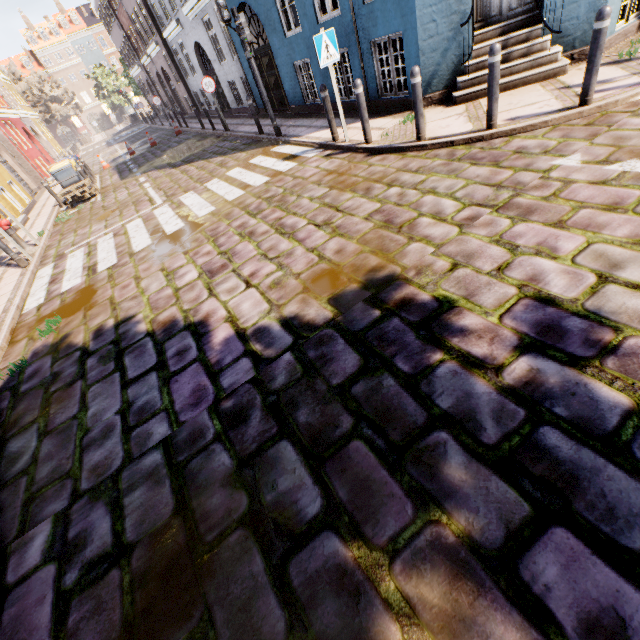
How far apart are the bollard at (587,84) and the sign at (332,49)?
4.1m

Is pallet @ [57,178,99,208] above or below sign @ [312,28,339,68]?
below

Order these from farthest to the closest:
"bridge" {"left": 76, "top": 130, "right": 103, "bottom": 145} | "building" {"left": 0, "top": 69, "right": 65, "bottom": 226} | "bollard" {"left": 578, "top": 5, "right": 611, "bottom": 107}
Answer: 1. "bridge" {"left": 76, "top": 130, "right": 103, "bottom": 145}
2. "building" {"left": 0, "top": 69, "right": 65, "bottom": 226}
3. "bollard" {"left": 578, "top": 5, "right": 611, "bottom": 107}

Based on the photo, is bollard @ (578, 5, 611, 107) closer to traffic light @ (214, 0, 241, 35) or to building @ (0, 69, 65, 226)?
building @ (0, 69, 65, 226)

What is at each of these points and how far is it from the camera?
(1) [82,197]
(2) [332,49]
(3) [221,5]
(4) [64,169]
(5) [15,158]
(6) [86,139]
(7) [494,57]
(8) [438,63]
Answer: (1) pallet, 12.86m
(2) sign, 6.25m
(3) traffic light, 7.79m
(4) trash bin, 13.23m
(5) building, 19.44m
(6) bridge, 44.28m
(7) bollard, 4.61m
(8) building, 6.73m

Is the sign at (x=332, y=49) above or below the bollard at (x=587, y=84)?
above

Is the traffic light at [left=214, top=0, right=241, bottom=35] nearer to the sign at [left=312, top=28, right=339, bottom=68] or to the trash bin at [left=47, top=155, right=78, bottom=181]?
the sign at [left=312, top=28, right=339, bottom=68]

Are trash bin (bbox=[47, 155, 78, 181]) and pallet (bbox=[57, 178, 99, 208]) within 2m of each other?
yes
